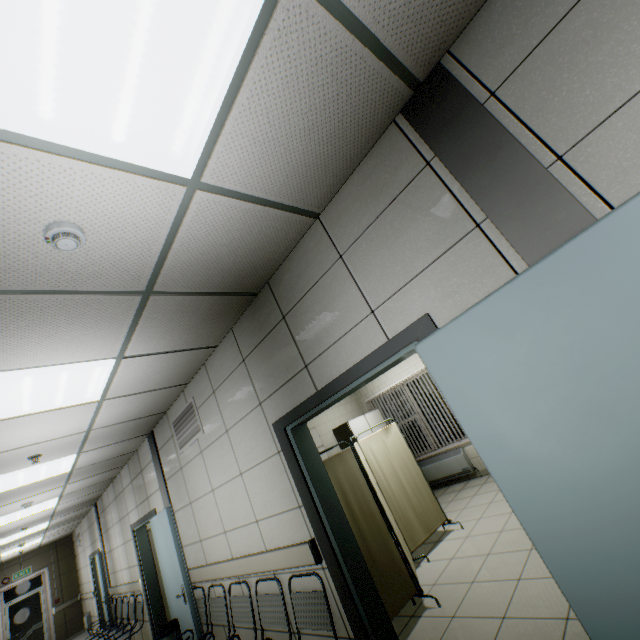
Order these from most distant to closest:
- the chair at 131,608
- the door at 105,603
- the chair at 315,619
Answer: the door at 105,603, the chair at 131,608, the chair at 315,619

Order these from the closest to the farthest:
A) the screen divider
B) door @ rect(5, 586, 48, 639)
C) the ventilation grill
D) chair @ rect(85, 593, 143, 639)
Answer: the screen divider, the ventilation grill, chair @ rect(85, 593, 143, 639), door @ rect(5, 586, 48, 639)

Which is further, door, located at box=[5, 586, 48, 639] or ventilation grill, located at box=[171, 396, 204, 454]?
door, located at box=[5, 586, 48, 639]

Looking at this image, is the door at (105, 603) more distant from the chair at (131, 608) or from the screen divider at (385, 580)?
the screen divider at (385, 580)

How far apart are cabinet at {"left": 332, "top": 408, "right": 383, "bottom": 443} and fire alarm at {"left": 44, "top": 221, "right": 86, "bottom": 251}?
6.3m

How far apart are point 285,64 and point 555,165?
1.30m

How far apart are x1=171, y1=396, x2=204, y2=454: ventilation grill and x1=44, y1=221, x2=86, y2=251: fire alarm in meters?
2.9

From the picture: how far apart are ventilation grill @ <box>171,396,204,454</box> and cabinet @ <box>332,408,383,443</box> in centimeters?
364cm
